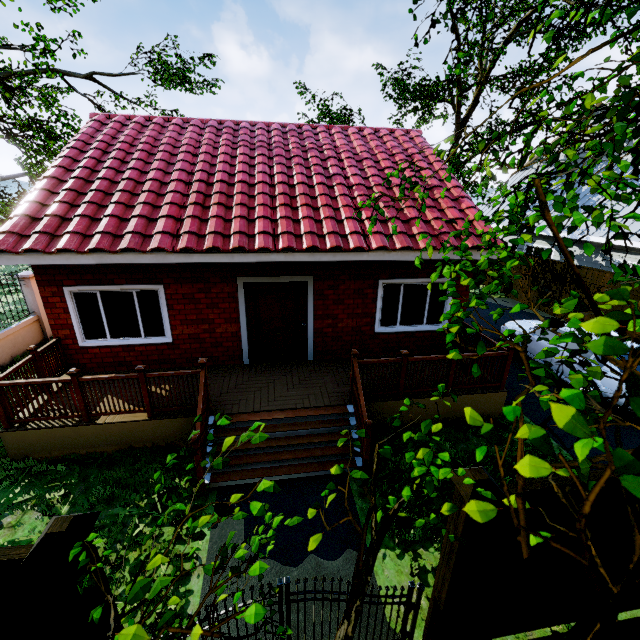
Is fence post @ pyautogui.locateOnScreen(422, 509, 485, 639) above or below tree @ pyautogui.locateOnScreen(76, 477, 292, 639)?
below

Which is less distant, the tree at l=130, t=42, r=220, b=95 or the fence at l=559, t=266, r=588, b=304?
the fence at l=559, t=266, r=588, b=304

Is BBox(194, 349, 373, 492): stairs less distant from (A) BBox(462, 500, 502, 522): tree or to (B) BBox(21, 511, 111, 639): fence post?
(B) BBox(21, 511, 111, 639): fence post

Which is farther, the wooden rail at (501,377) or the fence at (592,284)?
the fence at (592,284)

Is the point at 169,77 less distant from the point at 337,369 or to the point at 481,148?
the point at 337,369

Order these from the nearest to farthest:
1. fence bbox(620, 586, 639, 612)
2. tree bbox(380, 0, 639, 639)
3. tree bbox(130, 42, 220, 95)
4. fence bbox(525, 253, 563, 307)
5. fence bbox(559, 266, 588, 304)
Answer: tree bbox(380, 0, 639, 639), fence bbox(620, 586, 639, 612), fence bbox(559, 266, 588, 304), fence bbox(525, 253, 563, 307), tree bbox(130, 42, 220, 95)

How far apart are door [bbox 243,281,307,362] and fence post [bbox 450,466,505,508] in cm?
538

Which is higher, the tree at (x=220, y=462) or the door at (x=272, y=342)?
the tree at (x=220, y=462)
